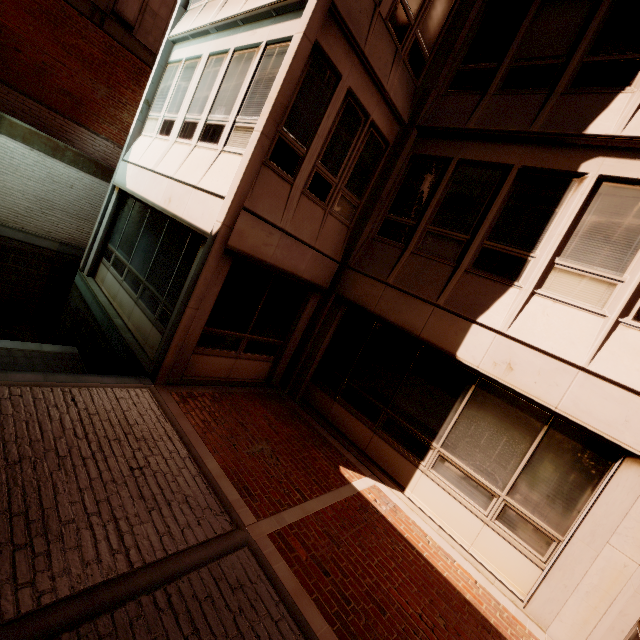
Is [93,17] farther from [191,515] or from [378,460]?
[378,460]
